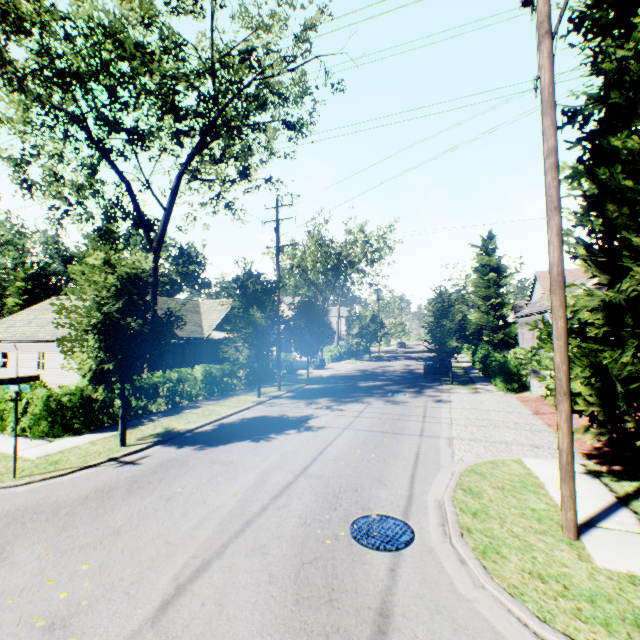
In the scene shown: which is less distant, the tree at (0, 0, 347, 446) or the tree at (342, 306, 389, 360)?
the tree at (0, 0, 347, 446)

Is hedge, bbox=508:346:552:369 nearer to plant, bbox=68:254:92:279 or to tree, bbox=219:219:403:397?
tree, bbox=219:219:403:397

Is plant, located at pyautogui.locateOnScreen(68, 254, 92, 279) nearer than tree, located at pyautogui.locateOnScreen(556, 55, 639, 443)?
No

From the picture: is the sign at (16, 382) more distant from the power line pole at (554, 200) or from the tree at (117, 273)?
the power line pole at (554, 200)

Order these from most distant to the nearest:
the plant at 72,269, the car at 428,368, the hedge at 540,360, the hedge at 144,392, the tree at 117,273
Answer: the plant at 72,269 < the car at 428,368 < the hedge at 540,360 < the hedge at 144,392 < the tree at 117,273

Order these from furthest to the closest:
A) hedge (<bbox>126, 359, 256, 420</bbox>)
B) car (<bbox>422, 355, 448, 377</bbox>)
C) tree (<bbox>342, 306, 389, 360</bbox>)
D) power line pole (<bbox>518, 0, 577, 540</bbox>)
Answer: tree (<bbox>342, 306, 389, 360</bbox>)
car (<bbox>422, 355, 448, 377</bbox>)
hedge (<bbox>126, 359, 256, 420</bbox>)
power line pole (<bbox>518, 0, 577, 540</bbox>)

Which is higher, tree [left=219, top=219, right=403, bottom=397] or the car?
tree [left=219, top=219, right=403, bottom=397]

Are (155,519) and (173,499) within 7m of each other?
yes
